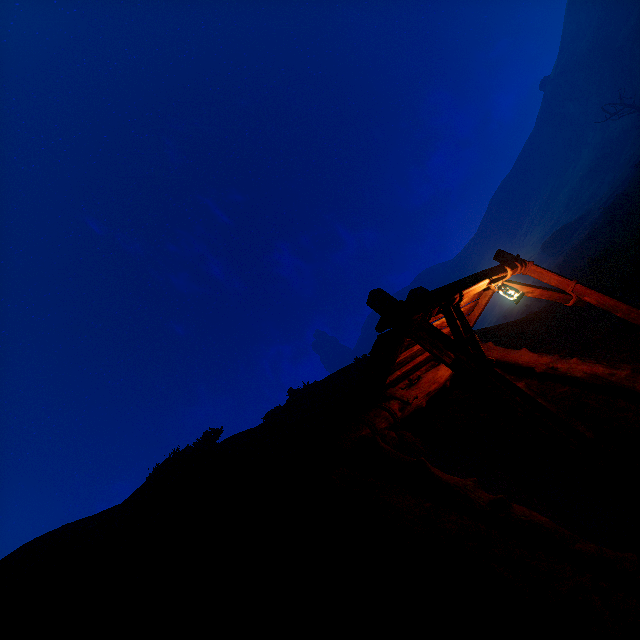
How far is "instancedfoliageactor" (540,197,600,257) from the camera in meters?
42.9

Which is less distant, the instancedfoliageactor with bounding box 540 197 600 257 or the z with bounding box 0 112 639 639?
the z with bounding box 0 112 639 639

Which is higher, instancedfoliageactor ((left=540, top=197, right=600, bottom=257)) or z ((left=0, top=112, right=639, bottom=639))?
instancedfoliageactor ((left=540, top=197, right=600, bottom=257))

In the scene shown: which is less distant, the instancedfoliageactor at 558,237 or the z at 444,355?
the z at 444,355

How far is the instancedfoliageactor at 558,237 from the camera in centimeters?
4288cm

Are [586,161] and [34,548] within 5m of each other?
no
